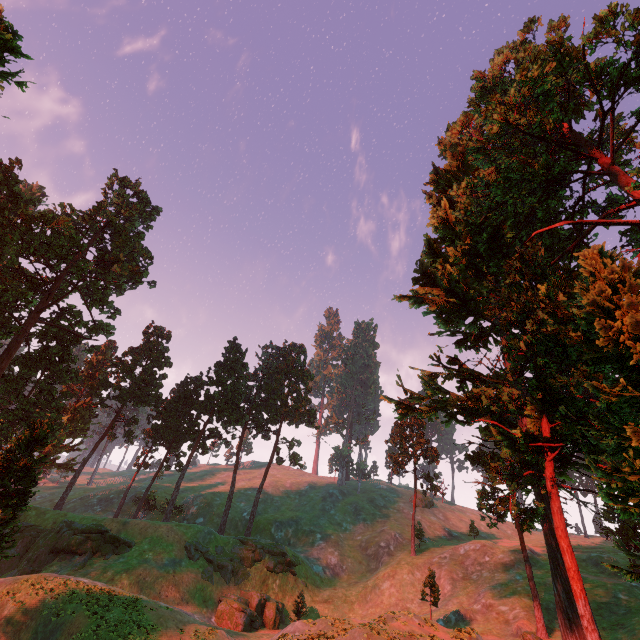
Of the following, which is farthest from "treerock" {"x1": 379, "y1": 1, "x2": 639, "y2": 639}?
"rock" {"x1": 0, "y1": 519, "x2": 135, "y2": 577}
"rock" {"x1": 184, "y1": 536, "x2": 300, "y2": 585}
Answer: "rock" {"x1": 184, "y1": 536, "x2": 300, "y2": 585}

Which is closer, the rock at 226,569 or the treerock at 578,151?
the treerock at 578,151

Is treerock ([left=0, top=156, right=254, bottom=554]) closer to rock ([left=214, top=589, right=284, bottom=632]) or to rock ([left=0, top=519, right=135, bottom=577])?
rock ([left=0, top=519, right=135, bottom=577])

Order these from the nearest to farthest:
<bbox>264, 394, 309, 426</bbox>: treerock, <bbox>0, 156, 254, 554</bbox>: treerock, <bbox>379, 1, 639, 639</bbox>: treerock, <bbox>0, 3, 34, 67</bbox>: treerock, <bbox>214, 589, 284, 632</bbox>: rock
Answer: <bbox>0, 3, 34, 67</bbox>: treerock
<bbox>379, 1, 639, 639</bbox>: treerock
<bbox>214, 589, 284, 632</bbox>: rock
<bbox>0, 156, 254, 554</bbox>: treerock
<bbox>264, 394, 309, 426</bbox>: treerock

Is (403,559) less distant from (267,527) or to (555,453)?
(267,527)

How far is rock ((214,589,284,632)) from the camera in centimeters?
3319cm

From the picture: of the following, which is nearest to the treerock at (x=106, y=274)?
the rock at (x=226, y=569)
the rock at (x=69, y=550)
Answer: the rock at (x=69, y=550)
